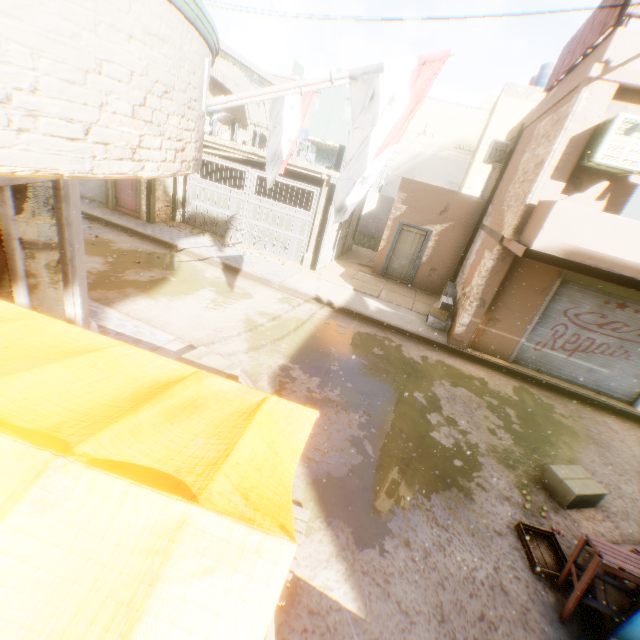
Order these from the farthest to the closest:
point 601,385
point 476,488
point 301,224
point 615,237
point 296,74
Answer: point 296,74 → point 301,224 → point 601,385 → point 615,237 → point 476,488

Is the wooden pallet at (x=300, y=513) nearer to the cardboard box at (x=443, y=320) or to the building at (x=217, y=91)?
the cardboard box at (x=443, y=320)

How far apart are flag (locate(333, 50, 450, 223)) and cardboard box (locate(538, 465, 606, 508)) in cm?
515

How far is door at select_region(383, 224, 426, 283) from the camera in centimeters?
1361cm

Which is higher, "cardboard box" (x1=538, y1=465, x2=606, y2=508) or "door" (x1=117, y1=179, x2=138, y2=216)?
"door" (x1=117, y1=179, x2=138, y2=216)

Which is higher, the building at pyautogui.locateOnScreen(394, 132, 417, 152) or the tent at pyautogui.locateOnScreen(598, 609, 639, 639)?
the building at pyautogui.locateOnScreen(394, 132, 417, 152)

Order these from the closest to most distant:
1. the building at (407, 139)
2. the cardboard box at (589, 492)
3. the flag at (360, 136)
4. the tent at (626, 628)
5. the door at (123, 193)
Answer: the tent at (626, 628), the flag at (360, 136), the cardboard box at (589, 492), the door at (123, 193), the building at (407, 139)

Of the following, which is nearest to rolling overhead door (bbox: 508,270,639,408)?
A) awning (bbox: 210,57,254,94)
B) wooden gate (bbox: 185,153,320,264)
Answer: wooden gate (bbox: 185,153,320,264)
